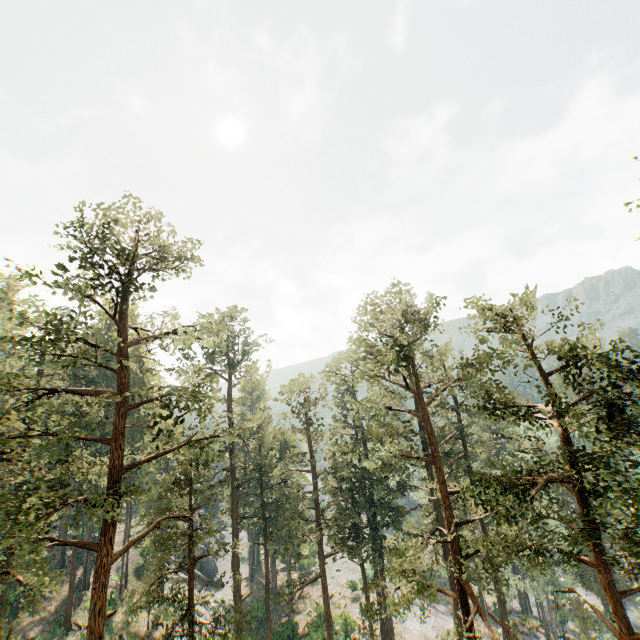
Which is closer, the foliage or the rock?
the foliage

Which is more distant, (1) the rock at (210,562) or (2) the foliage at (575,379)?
(1) the rock at (210,562)

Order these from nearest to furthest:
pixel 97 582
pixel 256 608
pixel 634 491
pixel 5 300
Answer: pixel 634 491 < pixel 97 582 < pixel 256 608 < pixel 5 300

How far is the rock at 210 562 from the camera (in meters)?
48.81

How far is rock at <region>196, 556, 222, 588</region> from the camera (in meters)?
48.81

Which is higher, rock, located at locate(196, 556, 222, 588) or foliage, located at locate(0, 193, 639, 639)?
foliage, located at locate(0, 193, 639, 639)
